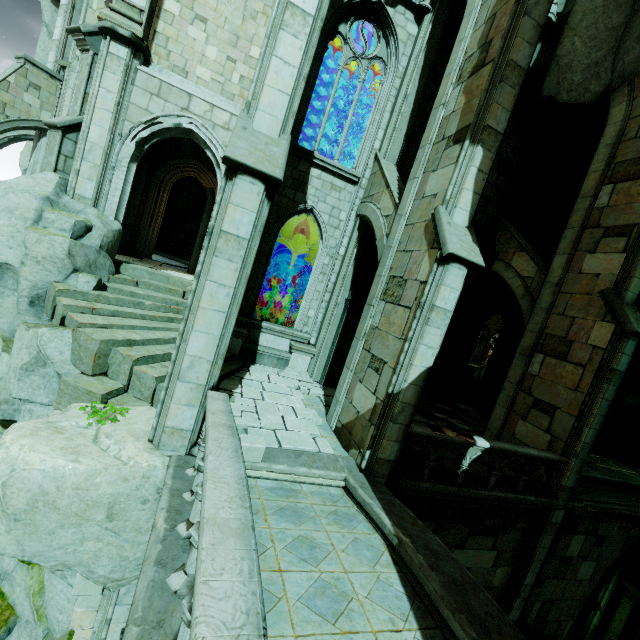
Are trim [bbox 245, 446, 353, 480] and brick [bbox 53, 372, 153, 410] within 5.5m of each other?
yes

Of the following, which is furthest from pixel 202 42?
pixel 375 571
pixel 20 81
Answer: pixel 375 571

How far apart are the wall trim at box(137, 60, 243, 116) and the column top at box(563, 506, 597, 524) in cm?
1470

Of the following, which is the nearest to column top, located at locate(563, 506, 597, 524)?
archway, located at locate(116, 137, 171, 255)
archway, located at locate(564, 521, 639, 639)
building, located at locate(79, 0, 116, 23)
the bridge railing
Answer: archway, located at locate(564, 521, 639, 639)

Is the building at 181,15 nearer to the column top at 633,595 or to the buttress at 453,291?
the buttress at 453,291

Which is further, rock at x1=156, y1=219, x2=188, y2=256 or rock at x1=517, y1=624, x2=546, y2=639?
rock at x1=156, y1=219, x2=188, y2=256

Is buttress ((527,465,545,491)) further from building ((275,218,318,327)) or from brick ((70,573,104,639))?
brick ((70,573,104,639))

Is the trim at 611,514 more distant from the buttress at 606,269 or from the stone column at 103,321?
the stone column at 103,321
